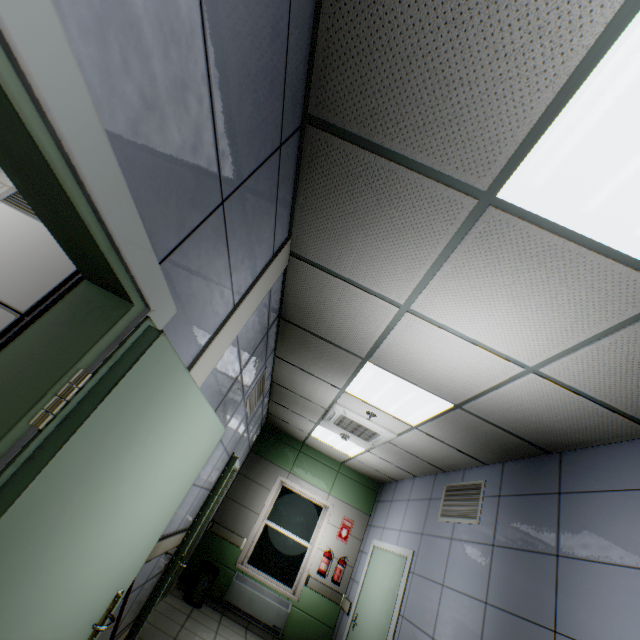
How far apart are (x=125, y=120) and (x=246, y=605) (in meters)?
7.65

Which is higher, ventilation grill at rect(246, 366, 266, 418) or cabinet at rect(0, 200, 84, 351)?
ventilation grill at rect(246, 366, 266, 418)

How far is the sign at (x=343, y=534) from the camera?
6.7m

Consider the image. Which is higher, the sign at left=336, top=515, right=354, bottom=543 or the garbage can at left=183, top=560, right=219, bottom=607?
the sign at left=336, top=515, right=354, bottom=543

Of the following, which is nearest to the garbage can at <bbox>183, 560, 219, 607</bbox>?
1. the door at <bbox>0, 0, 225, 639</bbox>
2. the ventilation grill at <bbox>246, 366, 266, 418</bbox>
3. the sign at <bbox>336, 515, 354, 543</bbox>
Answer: the sign at <bbox>336, 515, 354, 543</bbox>

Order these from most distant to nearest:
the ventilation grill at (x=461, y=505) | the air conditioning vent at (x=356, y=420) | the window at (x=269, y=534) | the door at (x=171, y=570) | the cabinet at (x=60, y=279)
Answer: the window at (x=269, y=534)
the air conditioning vent at (x=356, y=420)
the ventilation grill at (x=461, y=505)
the door at (x=171, y=570)
the cabinet at (x=60, y=279)

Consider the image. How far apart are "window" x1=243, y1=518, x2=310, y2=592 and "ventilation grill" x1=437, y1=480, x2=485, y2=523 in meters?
3.4 m

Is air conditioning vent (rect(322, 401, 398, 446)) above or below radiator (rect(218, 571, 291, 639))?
above
